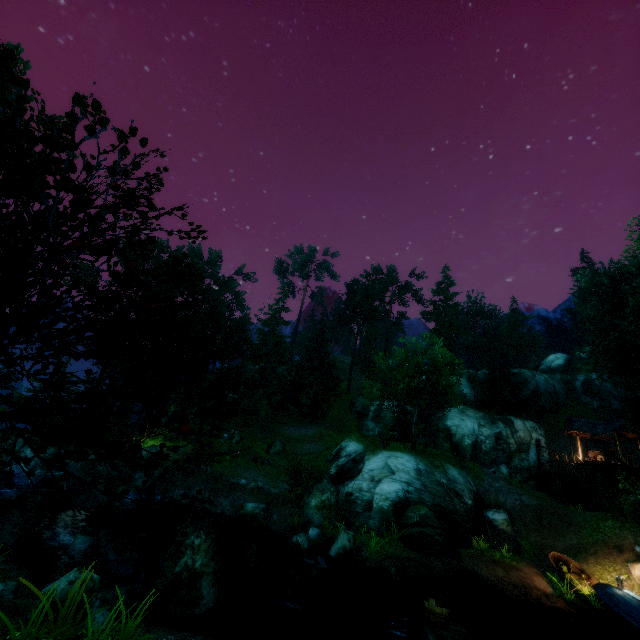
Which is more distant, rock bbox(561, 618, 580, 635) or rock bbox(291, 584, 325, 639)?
rock bbox(561, 618, 580, 635)

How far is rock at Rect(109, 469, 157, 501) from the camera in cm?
1902

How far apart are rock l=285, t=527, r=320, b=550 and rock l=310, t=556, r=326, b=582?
2.2 meters

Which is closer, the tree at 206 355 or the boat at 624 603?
the tree at 206 355

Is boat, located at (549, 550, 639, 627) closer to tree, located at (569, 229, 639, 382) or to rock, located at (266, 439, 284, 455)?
tree, located at (569, 229, 639, 382)

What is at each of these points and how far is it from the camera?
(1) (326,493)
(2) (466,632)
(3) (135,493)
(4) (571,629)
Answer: (1) rock, 18.69m
(2) wooden platform, 8.08m
(3) rock, 20.55m
(4) rock, 12.56m

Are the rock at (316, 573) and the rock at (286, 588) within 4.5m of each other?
yes

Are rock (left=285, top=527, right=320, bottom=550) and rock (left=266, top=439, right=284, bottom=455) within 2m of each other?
no
